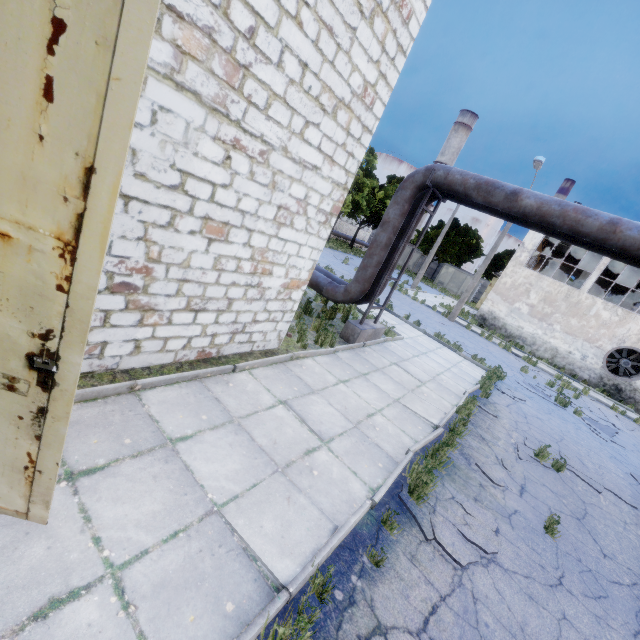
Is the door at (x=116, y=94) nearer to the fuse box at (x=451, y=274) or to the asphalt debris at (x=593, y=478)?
the asphalt debris at (x=593, y=478)

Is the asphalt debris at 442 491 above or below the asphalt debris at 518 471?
below

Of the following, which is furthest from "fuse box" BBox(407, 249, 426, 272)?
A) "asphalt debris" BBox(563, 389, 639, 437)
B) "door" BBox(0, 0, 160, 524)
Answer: Answer: "door" BBox(0, 0, 160, 524)

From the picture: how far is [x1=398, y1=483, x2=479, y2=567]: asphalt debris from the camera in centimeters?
405cm

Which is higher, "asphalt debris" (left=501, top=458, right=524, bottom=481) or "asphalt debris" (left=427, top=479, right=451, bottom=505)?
"asphalt debris" (left=501, top=458, right=524, bottom=481)

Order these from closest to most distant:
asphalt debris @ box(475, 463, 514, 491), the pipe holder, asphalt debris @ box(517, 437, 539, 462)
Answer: asphalt debris @ box(475, 463, 514, 491), asphalt debris @ box(517, 437, 539, 462), the pipe holder

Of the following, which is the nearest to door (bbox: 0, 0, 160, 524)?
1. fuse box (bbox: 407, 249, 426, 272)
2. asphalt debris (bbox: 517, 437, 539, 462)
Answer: asphalt debris (bbox: 517, 437, 539, 462)

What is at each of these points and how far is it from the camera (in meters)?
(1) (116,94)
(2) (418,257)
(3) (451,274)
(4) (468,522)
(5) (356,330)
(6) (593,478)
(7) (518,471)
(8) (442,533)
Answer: (1) door, 1.42
(2) fuse box, 47.06
(3) fuse box, 44.47
(4) asphalt debris, 4.74
(5) pipe holder, 9.34
(6) asphalt debris, 8.11
(7) asphalt debris, 6.74
(8) asphalt debris, 4.31
